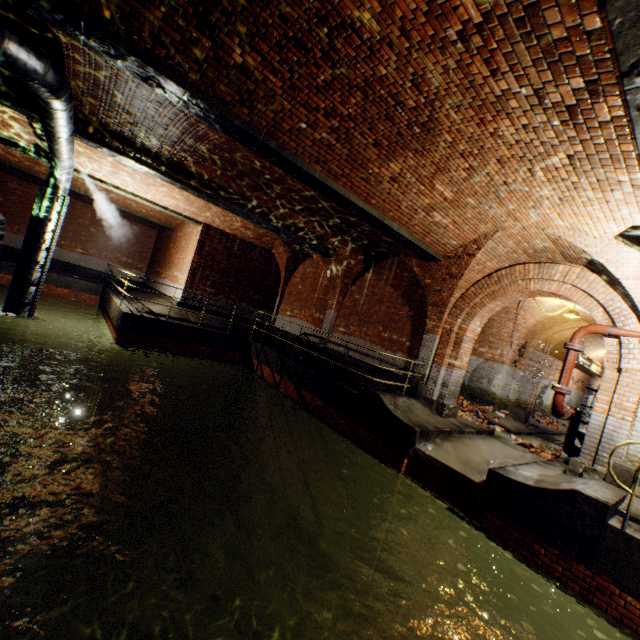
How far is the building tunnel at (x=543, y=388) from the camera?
14.8 meters

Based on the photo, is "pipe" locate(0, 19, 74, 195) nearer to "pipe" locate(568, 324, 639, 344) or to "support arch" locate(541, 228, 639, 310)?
"support arch" locate(541, 228, 639, 310)

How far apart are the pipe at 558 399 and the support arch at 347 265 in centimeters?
703cm

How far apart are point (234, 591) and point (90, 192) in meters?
17.7

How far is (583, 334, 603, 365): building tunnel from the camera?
14.73m

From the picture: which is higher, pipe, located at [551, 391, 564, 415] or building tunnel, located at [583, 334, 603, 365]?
building tunnel, located at [583, 334, 603, 365]

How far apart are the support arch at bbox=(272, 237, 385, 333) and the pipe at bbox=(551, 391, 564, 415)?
7.0m

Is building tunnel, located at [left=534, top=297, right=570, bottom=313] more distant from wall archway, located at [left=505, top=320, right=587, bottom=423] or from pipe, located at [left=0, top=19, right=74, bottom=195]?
pipe, located at [left=0, top=19, right=74, bottom=195]
